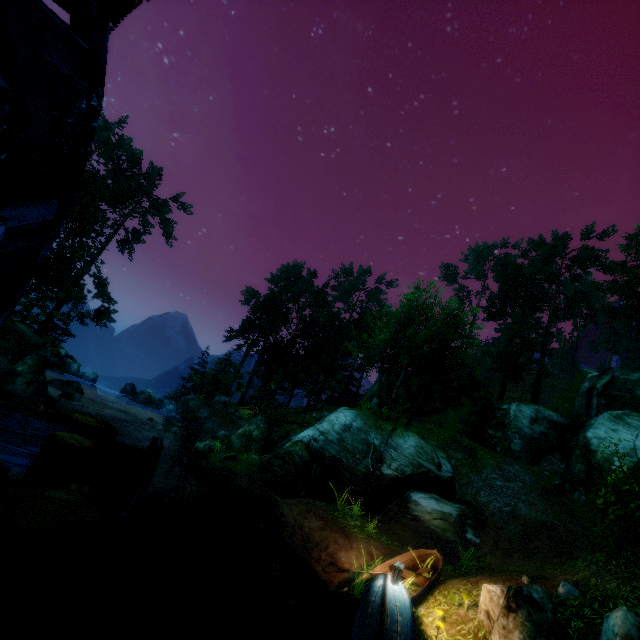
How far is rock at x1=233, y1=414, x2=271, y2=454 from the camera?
19.8 meters

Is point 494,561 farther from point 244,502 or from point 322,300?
point 322,300

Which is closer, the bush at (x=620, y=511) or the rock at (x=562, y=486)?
the bush at (x=620, y=511)

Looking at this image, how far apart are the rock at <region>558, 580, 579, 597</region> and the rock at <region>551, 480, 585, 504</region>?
10.9m

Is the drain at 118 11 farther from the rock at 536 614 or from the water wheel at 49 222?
the rock at 536 614

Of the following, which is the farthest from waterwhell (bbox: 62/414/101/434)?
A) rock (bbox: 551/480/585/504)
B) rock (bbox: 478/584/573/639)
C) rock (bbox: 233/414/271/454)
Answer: rock (bbox: 551/480/585/504)

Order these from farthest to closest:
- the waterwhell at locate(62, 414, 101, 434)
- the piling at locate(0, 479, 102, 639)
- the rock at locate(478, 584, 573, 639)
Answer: the rock at locate(478, 584, 573, 639) → the waterwhell at locate(62, 414, 101, 434) → the piling at locate(0, 479, 102, 639)

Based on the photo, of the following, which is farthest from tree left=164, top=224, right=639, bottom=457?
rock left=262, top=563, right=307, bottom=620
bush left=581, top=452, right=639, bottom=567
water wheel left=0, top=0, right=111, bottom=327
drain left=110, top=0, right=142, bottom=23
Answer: drain left=110, top=0, right=142, bottom=23
